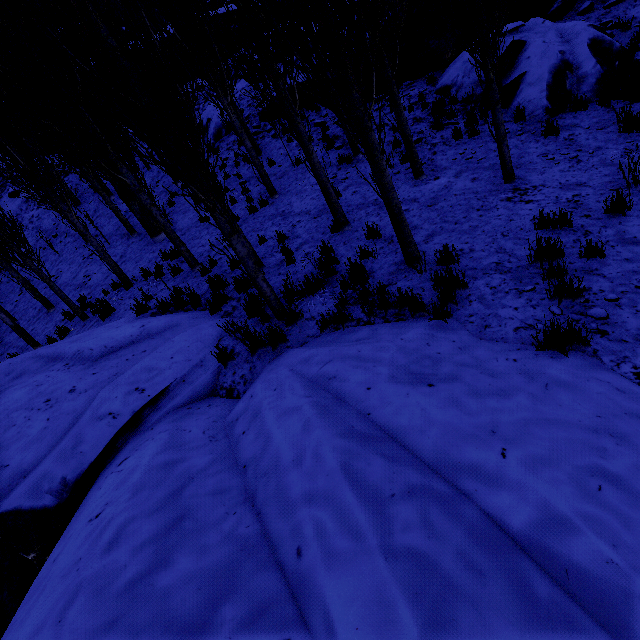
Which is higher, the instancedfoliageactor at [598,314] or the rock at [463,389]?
the rock at [463,389]

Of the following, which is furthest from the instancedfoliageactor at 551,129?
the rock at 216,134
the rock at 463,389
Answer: the rock at 216,134

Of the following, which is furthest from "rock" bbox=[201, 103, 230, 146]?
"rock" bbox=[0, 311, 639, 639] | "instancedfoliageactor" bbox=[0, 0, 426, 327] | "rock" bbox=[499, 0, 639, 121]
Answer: "rock" bbox=[0, 311, 639, 639]

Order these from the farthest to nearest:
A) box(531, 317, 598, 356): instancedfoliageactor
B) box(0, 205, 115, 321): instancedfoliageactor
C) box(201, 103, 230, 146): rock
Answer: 1. box(201, 103, 230, 146): rock
2. box(0, 205, 115, 321): instancedfoliageactor
3. box(531, 317, 598, 356): instancedfoliageactor

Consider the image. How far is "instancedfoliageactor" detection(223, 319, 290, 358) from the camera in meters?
4.8 m

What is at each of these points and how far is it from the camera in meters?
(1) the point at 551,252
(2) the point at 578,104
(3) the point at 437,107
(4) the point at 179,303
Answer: (1) instancedfoliageactor, 4.3
(2) instancedfoliageactor, 7.9
(3) instancedfoliageactor, 10.0
(4) instancedfoliageactor, 7.3
